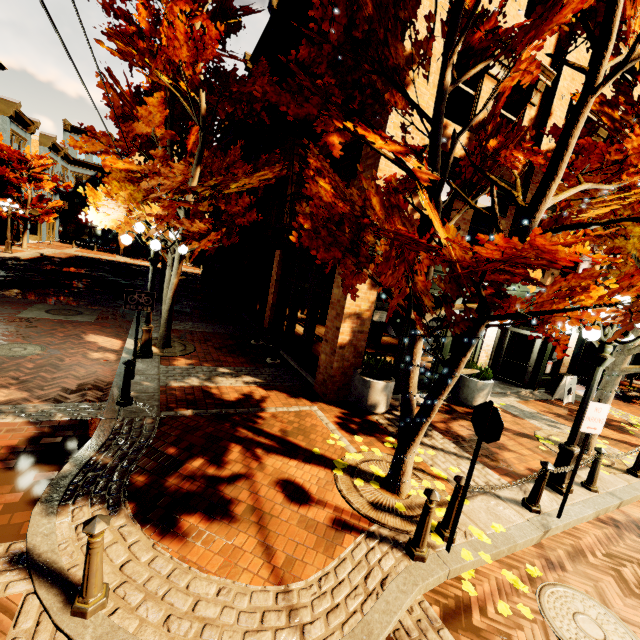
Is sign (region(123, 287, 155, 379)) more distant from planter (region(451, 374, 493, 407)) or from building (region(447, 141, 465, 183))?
planter (region(451, 374, 493, 407))

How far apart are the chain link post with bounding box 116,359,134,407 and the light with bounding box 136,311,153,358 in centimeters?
237cm

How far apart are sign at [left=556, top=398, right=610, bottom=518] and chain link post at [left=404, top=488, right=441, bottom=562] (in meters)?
2.70

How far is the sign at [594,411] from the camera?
4.79m

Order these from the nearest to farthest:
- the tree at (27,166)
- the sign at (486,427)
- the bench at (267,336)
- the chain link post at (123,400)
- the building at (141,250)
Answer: the sign at (486,427)
the chain link post at (123,400)
the bench at (267,336)
the tree at (27,166)
the building at (141,250)

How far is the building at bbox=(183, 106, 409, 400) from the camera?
7.8 meters

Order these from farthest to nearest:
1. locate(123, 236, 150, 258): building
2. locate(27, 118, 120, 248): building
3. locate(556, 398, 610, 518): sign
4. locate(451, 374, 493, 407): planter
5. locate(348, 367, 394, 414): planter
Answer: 1. locate(123, 236, 150, 258): building
2. locate(27, 118, 120, 248): building
3. locate(451, 374, 493, 407): planter
4. locate(348, 367, 394, 414): planter
5. locate(556, 398, 610, 518): sign

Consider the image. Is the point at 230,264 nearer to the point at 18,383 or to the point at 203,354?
the point at 203,354
